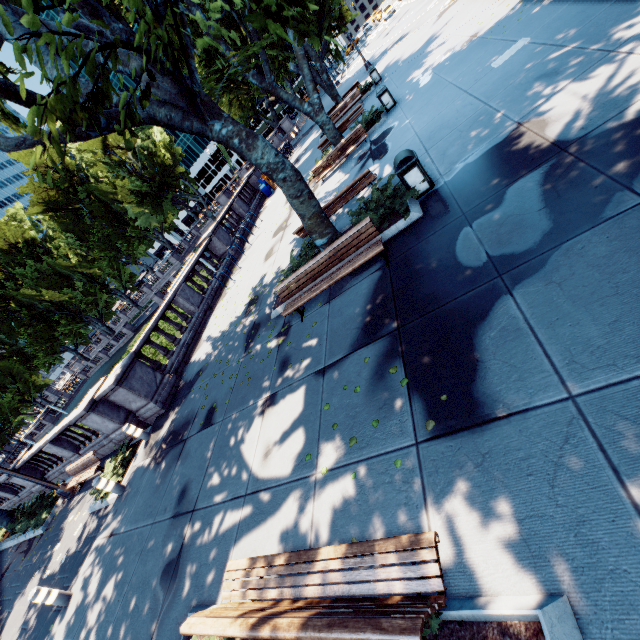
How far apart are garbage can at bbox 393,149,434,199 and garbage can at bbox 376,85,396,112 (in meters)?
9.10

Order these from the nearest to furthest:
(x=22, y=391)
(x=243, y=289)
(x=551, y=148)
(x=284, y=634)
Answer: (x=284, y=634), (x=551, y=148), (x=243, y=289), (x=22, y=391)

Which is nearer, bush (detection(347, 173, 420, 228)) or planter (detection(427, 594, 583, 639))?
planter (detection(427, 594, 583, 639))

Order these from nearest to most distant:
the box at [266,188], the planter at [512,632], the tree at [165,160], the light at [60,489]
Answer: the planter at [512,632] → the tree at [165,160] → the light at [60,489] → the box at [266,188]

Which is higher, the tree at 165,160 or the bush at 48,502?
the tree at 165,160

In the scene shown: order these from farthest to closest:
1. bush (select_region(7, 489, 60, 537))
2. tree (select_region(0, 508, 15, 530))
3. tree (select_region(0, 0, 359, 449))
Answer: tree (select_region(0, 508, 15, 530))
bush (select_region(7, 489, 60, 537))
tree (select_region(0, 0, 359, 449))

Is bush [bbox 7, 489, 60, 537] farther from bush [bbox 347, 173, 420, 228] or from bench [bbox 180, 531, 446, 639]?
bush [bbox 347, 173, 420, 228]

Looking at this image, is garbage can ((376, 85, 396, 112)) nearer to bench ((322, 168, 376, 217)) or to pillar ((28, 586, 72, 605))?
bench ((322, 168, 376, 217))
